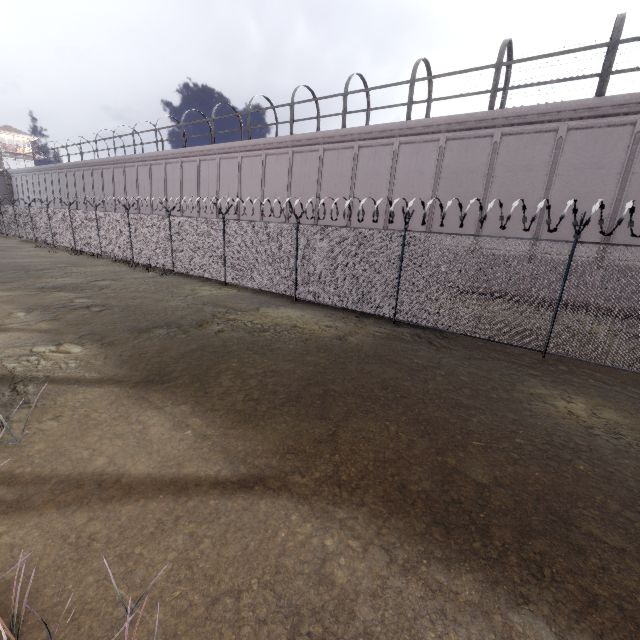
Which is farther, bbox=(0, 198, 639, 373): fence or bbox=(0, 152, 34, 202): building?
bbox=(0, 152, 34, 202): building

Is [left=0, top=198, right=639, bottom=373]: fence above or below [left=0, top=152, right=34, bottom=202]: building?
below

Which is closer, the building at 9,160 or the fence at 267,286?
the fence at 267,286

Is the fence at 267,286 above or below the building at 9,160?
below

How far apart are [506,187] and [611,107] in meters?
4.2
